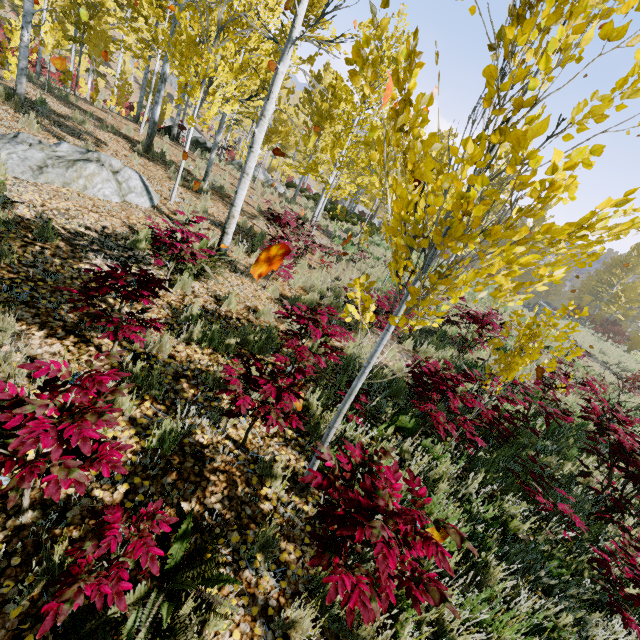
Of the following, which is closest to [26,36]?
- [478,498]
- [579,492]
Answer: [478,498]

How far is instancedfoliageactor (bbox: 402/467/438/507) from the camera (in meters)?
2.05

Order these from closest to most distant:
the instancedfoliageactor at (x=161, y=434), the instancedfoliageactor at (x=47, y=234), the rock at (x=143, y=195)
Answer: the instancedfoliageactor at (x=161, y=434) < the instancedfoliageactor at (x=47, y=234) < the rock at (x=143, y=195)

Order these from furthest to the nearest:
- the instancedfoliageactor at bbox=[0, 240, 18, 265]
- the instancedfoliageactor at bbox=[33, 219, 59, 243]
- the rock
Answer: the rock
the instancedfoliageactor at bbox=[33, 219, 59, 243]
the instancedfoliageactor at bbox=[0, 240, 18, 265]

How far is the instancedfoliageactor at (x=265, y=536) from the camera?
2.5m

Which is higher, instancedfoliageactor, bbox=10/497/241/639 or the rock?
the rock

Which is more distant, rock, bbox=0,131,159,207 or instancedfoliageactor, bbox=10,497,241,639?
rock, bbox=0,131,159,207

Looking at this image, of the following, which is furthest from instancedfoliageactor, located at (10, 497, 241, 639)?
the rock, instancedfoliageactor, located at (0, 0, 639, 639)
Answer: the rock
